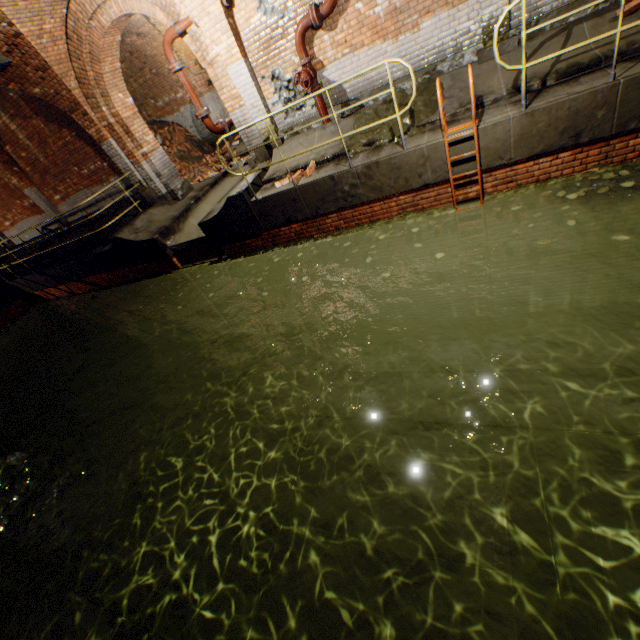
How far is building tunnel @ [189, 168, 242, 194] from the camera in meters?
10.3

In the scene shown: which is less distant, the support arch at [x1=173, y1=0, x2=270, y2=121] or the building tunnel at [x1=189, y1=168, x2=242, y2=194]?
the support arch at [x1=173, y1=0, x2=270, y2=121]

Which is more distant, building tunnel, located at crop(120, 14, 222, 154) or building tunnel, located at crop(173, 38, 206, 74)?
building tunnel, located at crop(173, 38, 206, 74)

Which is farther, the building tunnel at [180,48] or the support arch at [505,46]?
the building tunnel at [180,48]

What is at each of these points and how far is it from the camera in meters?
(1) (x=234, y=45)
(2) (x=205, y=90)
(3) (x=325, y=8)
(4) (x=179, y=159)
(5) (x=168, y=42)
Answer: (1) support arch, 6.8 m
(2) building tunnel, 12.9 m
(3) pipe, 6.0 m
(4) brick pile, 13.0 m
(5) pipe, 7.1 m

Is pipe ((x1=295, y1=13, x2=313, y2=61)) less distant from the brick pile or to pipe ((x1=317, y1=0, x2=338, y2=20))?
pipe ((x1=317, y1=0, x2=338, y2=20))

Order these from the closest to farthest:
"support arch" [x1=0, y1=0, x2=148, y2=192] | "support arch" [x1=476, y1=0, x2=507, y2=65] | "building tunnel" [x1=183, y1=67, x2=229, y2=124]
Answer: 1. "support arch" [x1=476, y1=0, x2=507, y2=65]
2. "support arch" [x1=0, y1=0, x2=148, y2=192]
3. "building tunnel" [x1=183, y1=67, x2=229, y2=124]

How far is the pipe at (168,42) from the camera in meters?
6.8 m
